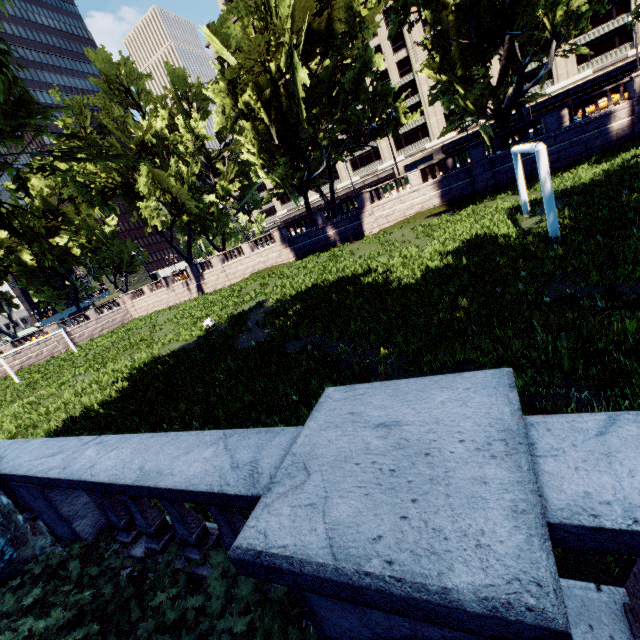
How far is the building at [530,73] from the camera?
53.41m

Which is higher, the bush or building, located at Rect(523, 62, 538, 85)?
building, located at Rect(523, 62, 538, 85)

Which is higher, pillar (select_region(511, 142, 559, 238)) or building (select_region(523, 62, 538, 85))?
building (select_region(523, 62, 538, 85))

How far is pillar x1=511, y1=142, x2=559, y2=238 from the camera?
9.4 meters

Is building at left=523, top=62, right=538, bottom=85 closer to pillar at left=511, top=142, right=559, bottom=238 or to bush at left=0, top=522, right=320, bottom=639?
pillar at left=511, top=142, right=559, bottom=238

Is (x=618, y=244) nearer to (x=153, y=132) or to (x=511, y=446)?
(x=511, y=446)

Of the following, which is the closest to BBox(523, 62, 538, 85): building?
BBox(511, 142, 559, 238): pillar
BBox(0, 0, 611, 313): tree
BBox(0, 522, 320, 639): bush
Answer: BBox(0, 0, 611, 313): tree

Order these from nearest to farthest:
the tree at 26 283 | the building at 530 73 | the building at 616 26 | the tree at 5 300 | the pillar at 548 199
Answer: the pillar at 548 199 → the tree at 26 283 → the tree at 5 300 → the building at 616 26 → the building at 530 73
